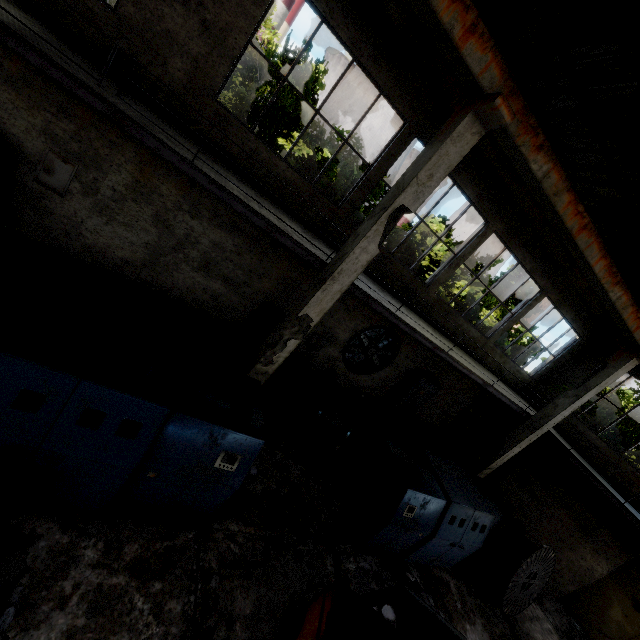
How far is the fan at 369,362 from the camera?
11.1m

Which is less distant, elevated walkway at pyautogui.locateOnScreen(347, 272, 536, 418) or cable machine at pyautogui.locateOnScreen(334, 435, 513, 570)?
cable machine at pyautogui.locateOnScreen(334, 435, 513, 570)

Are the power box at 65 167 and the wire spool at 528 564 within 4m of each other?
no

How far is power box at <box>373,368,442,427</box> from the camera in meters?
12.3

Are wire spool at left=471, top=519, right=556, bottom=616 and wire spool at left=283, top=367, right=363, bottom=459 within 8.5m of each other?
yes

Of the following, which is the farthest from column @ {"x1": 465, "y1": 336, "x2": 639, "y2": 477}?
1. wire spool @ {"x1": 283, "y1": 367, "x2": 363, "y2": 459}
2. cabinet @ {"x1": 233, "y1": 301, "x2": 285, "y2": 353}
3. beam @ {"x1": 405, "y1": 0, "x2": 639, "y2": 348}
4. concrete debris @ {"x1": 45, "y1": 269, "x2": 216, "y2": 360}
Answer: cabinet @ {"x1": 233, "y1": 301, "x2": 285, "y2": 353}

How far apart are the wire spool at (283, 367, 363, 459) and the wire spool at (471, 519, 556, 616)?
5.0 meters

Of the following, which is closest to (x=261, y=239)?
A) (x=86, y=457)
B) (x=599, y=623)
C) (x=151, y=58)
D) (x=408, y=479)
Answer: (x=151, y=58)
